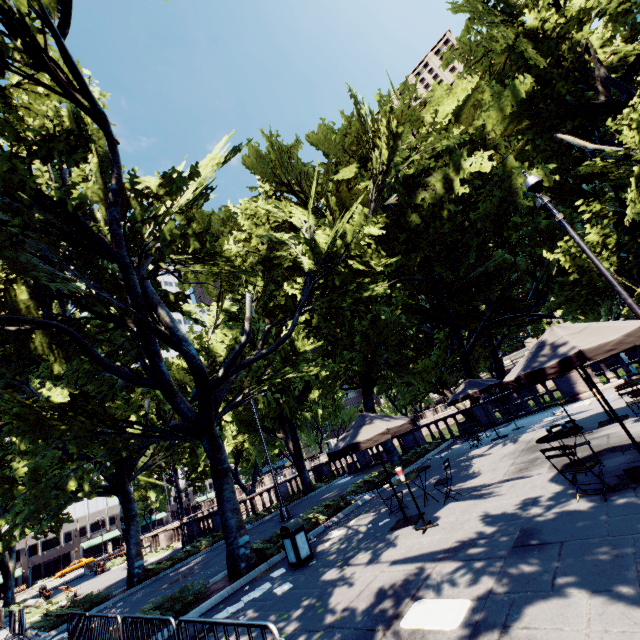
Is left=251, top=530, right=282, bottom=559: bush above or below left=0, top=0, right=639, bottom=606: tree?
below

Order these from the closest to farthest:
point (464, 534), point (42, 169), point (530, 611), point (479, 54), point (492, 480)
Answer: point (530, 611)
point (464, 534)
point (492, 480)
point (42, 169)
point (479, 54)

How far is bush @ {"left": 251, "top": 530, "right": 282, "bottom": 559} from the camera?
10.4 meters

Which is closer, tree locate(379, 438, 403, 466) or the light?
the light

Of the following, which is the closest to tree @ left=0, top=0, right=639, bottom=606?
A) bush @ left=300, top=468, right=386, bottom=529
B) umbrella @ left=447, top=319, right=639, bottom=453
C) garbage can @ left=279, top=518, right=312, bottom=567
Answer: bush @ left=300, top=468, right=386, bottom=529

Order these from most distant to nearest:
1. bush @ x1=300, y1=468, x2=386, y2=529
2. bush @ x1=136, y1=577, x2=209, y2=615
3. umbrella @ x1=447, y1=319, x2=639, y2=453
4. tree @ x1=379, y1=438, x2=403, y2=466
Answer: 1. tree @ x1=379, y1=438, x2=403, y2=466
2. bush @ x1=300, y1=468, x2=386, y2=529
3. bush @ x1=136, y1=577, x2=209, y2=615
4. umbrella @ x1=447, y1=319, x2=639, y2=453

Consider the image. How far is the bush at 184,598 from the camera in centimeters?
818cm

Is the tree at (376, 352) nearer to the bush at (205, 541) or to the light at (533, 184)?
the bush at (205, 541)
